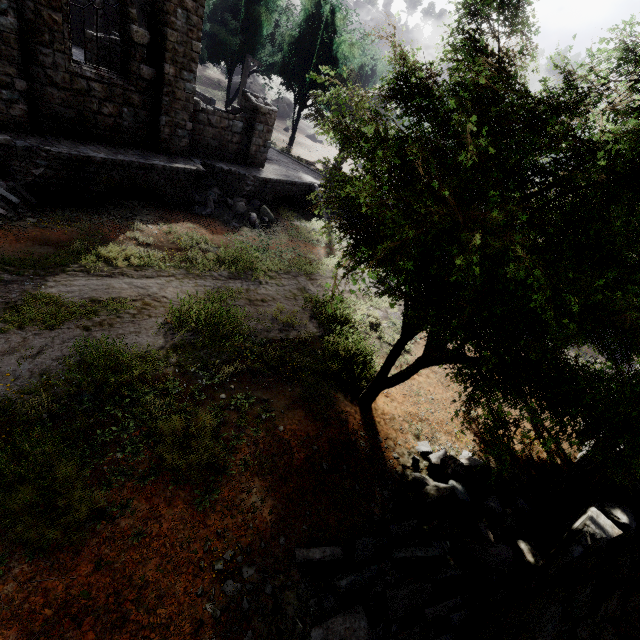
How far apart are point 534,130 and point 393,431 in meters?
6.2 m

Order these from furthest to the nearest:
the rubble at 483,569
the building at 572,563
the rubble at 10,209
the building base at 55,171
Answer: the building base at 55,171
the rubble at 10,209
the rubble at 483,569
the building at 572,563

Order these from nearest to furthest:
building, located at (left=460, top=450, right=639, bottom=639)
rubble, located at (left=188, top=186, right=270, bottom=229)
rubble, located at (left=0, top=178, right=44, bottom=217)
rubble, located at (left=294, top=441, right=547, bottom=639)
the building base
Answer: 1. building, located at (left=460, top=450, right=639, bottom=639)
2. rubble, located at (left=294, top=441, right=547, bottom=639)
3. rubble, located at (left=0, top=178, right=44, bottom=217)
4. the building base
5. rubble, located at (left=188, top=186, right=270, bottom=229)

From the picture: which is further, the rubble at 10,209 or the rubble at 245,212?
the rubble at 245,212

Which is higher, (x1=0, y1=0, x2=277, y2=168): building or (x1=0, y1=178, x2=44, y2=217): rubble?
(x1=0, y1=0, x2=277, y2=168): building

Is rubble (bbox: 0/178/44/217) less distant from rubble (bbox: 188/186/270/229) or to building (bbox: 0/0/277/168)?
building (bbox: 0/0/277/168)

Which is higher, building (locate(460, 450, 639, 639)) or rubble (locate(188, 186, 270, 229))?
building (locate(460, 450, 639, 639))

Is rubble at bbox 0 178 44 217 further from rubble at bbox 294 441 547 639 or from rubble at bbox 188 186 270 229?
rubble at bbox 294 441 547 639
